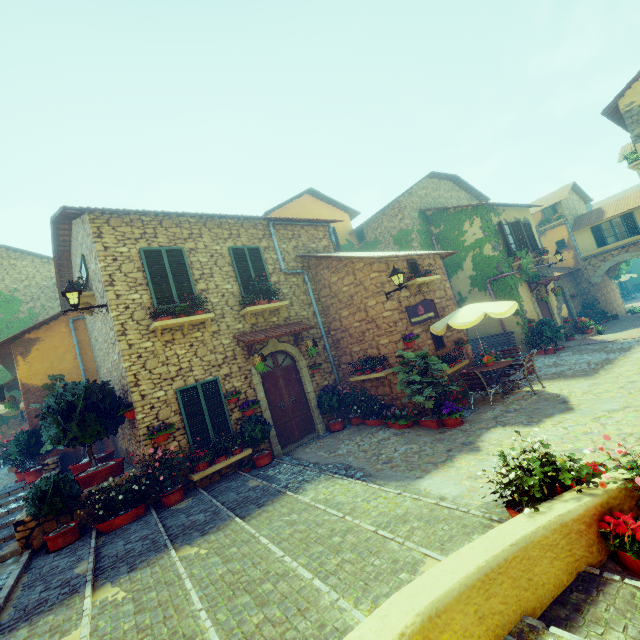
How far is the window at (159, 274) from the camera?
8.25m

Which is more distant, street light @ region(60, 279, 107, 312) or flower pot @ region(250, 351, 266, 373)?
flower pot @ region(250, 351, 266, 373)

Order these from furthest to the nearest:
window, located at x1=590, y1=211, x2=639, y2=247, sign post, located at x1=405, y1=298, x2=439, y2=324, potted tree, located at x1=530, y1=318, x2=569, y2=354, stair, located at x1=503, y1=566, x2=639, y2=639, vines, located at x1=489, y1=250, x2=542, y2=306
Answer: window, located at x1=590, y1=211, x2=639, y2=247, vines, located at x1=489, y1=250, x2=542, y2=306, potted tree, located at x1=530, y1=318, x2=569, y2=354, sign post, located at x1=405, y1=298, x2=439, y2=324, stair, located at x1=503, y1=566, x2=639, y2=639

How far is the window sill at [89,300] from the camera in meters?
9.0

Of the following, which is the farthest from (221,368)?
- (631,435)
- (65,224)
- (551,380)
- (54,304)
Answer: (54,304)

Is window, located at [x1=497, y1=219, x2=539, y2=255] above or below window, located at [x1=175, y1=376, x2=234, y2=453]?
above

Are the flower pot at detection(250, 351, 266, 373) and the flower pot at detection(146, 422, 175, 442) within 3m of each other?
yes

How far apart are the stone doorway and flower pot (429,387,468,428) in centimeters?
342cm
